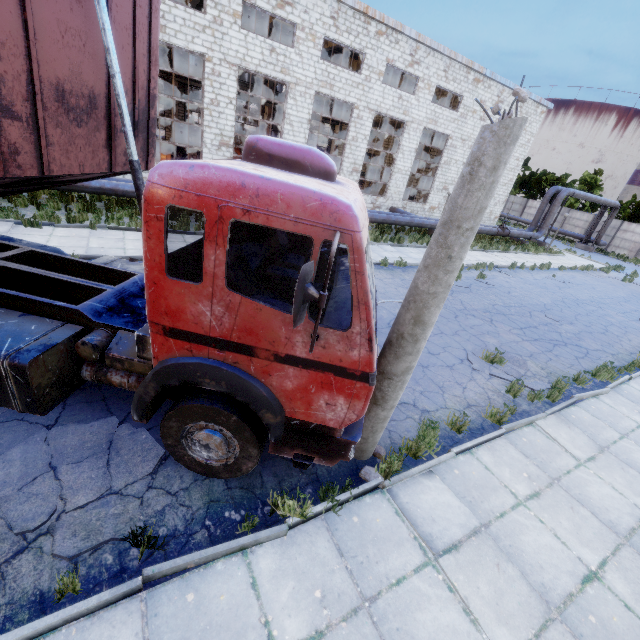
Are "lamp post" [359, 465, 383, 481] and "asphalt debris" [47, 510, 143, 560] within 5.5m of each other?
yes

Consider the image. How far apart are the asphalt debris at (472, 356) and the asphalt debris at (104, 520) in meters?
7.0 m

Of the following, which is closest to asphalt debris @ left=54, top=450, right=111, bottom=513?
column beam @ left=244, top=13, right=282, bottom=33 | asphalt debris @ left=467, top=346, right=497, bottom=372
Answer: asphalt debris @ left=467, top=346, right=497, bottom=372

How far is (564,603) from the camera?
3.8 meters

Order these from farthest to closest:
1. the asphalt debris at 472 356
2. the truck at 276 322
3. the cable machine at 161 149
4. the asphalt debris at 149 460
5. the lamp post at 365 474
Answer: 1. the cable machine at 161 149
2. the asphalt debris at 472 356
3. the lamp post at 365 474
4. the asphalt debris at 149 460
5. the truck at 276 322

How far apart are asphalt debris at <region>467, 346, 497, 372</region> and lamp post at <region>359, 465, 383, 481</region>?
4.6 meters

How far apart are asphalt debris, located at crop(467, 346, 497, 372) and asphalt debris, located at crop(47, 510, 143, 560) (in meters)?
7.04

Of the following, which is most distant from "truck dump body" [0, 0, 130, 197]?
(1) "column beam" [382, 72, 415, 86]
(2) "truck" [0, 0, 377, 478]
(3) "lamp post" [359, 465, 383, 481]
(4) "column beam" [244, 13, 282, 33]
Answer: (1) "column beam" [382, 72, 415, 86]
